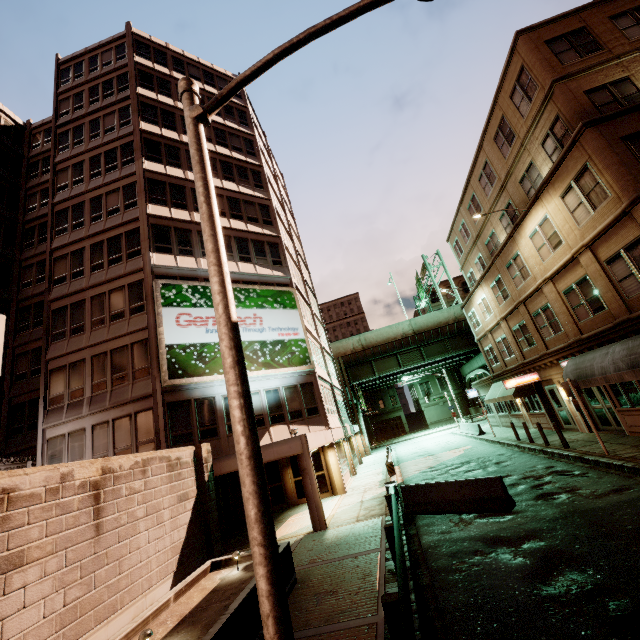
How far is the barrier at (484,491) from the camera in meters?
10.3

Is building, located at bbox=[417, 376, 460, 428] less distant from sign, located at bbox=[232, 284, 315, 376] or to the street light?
sign, located at bbox=[232, 284, 315, 376]

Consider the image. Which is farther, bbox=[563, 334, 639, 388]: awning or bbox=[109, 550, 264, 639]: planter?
bbox=[563, 334, 639, 388]: awning

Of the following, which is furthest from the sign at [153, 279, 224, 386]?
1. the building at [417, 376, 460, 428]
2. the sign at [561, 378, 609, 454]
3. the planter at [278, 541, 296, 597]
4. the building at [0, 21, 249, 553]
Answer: the building at [417, 376, 460, 428]

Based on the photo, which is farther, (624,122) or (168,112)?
(168,112)

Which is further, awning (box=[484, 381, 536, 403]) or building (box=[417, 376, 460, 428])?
building (box=[417, 376, 460, 428])

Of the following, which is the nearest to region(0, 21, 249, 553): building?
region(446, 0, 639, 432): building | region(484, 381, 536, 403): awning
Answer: region(484, 381, 536, 403): awning

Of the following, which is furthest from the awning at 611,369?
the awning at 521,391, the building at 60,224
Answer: the building at 60,224
